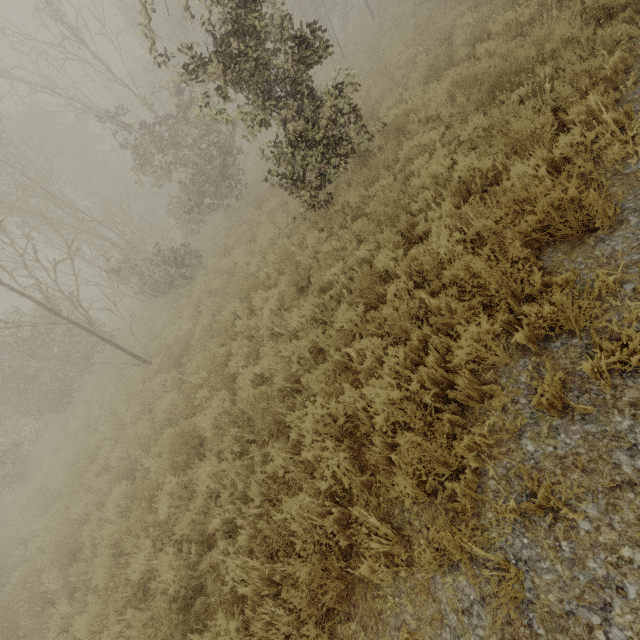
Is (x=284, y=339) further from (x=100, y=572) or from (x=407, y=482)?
(x=100, y=572)
